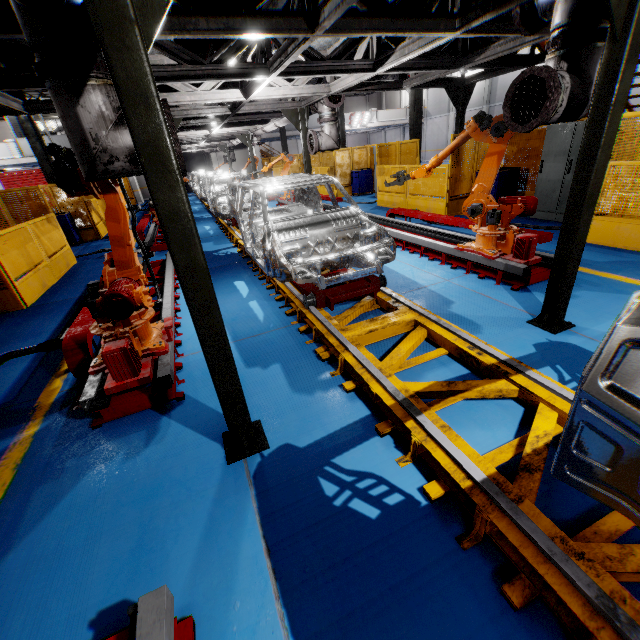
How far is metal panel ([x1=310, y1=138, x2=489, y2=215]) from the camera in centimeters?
952cm

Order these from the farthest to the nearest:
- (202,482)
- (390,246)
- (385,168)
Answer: (385,168), (390,246), (202,482)

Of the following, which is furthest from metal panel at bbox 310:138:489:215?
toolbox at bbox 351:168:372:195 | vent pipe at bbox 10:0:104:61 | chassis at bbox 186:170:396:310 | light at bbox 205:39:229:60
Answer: light at bbox 205:39:229:60

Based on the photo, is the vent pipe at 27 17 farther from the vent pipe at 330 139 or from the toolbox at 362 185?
the toolbox at 362 185

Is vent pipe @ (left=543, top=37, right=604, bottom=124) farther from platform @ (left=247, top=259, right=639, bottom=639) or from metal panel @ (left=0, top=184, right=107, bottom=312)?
metal panel @ (left=0, top=184, right=107, bottom=312)

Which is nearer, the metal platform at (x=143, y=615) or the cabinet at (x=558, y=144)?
the metal platform at (x=143, y=615)

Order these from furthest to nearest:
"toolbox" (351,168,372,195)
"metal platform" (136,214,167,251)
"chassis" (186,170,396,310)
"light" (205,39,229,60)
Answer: "toolbox" (351,168,372,195)
"metal platform" (136,214,167,251)
"light" (205,39,229,60)
"chassis" (186,170,396,310)

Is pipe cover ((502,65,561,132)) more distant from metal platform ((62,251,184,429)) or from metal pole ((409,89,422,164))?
metal pole ((409,89,422,164))
